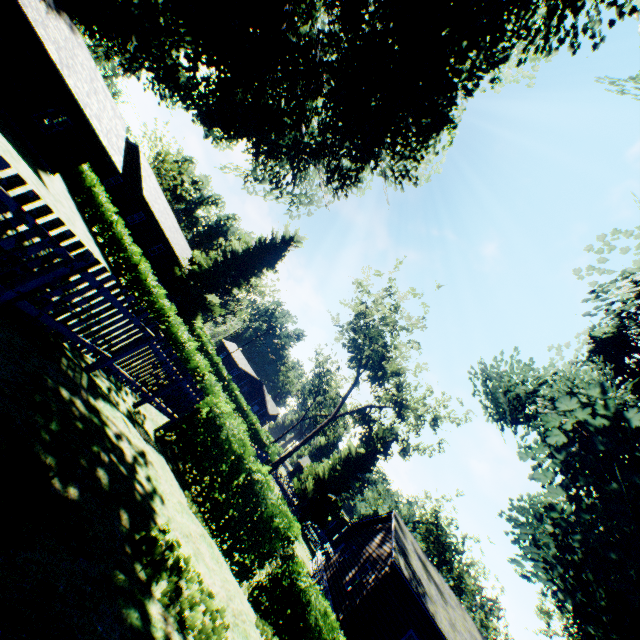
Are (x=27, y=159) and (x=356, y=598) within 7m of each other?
no

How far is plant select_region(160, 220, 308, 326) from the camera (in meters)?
38.75

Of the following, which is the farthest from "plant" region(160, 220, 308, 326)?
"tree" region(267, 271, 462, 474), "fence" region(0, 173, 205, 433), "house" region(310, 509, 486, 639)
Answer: "tree" region(267, 271, 462, 474)

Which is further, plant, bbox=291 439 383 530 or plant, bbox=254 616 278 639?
plant, bbox=291 439 383 530

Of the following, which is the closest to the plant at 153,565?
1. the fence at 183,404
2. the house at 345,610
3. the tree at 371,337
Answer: the fence at 183,404

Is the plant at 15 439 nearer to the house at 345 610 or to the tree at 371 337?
the house at 345 610

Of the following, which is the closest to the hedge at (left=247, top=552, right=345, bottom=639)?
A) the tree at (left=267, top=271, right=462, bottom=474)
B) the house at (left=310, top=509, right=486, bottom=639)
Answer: the house at (left=310, top=509, right=486, bottom=639)
